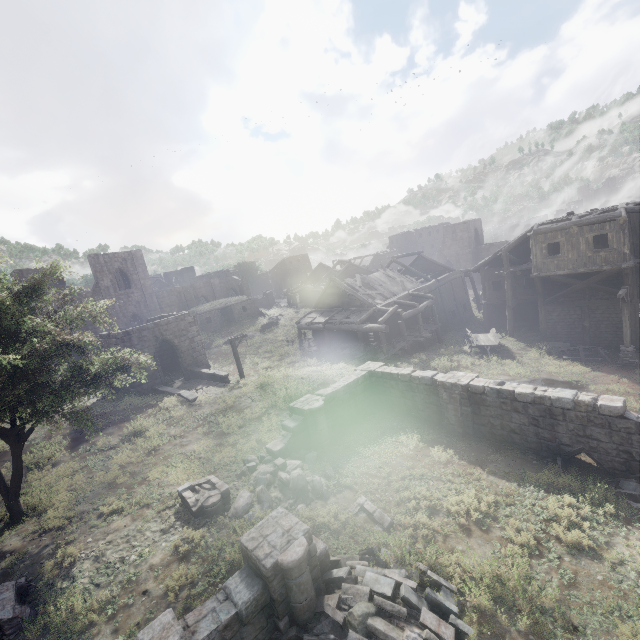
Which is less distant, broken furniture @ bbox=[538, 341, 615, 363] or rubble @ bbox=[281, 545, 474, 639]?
rubble @ bbox=[281, 545, 474, 639]

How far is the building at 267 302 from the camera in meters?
56.7 m

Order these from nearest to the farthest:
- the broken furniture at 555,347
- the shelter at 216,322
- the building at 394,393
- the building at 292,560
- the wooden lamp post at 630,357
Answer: the building at 292,560 < the building at 394,393 < the wooden lamp post at 630,357 < the broken furniture at 555,347 < the shelter at 216,322

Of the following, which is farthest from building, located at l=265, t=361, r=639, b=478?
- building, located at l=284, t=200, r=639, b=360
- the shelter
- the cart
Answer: the shelter

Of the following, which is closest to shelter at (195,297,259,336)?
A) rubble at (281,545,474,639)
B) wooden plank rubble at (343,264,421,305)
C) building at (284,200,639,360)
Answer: building at (284,200,639,360)

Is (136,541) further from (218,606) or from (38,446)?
(38,446)

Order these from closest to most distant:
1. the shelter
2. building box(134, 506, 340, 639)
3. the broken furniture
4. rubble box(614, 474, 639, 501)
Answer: building box(134, 506, 340, 639) → rubble box(614, 474, 639, 501) → the broken furniture → the shelter

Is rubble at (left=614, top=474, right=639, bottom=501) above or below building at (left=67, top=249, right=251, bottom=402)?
below
